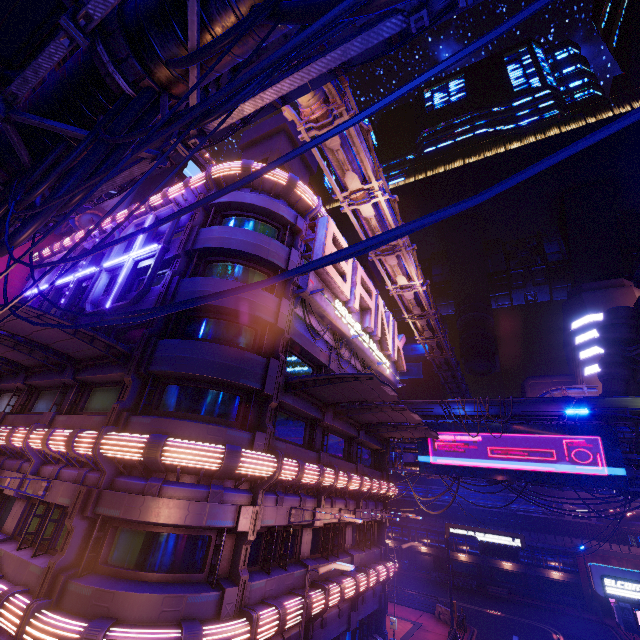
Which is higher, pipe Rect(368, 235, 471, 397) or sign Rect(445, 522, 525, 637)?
pipe Rect(368, 235, 471, 397)

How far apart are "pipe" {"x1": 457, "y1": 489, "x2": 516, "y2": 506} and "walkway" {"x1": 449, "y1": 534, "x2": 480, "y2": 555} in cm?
279

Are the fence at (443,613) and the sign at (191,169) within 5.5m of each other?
no

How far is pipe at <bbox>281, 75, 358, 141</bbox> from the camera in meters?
14.3

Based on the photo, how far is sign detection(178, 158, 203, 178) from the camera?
43.8 meters

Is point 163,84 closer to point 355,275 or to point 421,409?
point 355,275

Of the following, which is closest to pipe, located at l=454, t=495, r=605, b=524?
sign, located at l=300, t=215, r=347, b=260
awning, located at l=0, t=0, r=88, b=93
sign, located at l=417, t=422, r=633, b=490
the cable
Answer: sign, located at l=417, t=422, r=633, b=490

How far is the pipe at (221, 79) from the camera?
4.7m
